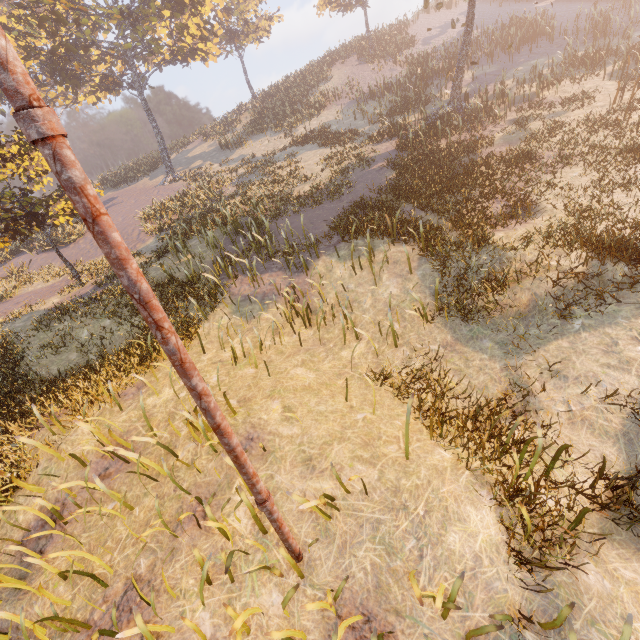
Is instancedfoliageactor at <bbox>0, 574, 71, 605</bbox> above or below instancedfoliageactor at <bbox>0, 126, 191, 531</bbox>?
below

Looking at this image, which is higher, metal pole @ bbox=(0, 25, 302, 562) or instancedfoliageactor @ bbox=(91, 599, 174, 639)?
metal pole @ bbox=(0, 25, 302, 562)

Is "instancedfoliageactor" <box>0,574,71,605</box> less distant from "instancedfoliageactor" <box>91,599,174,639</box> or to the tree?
"instancedfoliageactor" <box>91,599,174,639</box>

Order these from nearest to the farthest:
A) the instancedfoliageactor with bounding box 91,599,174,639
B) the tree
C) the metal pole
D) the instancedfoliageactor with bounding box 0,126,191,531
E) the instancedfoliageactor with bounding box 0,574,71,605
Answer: the metal pole < the instancedfoliageactor with bounding box 91,599,174,639 < the instancedfoliageactor with bounding box 0,574,71,605 < the instancedfoliageactor with bounding box 0,126,191,531 < the tree

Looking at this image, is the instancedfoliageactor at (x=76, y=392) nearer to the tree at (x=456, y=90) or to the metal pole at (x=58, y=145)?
the metal pole at (x=58, y=145)

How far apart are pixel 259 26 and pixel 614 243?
42.88m

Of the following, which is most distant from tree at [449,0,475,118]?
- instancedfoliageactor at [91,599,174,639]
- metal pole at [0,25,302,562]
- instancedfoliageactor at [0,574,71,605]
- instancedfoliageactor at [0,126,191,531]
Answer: → instancedfoliageactor at [0,574,71,605]

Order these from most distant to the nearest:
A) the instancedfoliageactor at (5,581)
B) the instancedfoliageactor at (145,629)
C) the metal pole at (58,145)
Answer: the instancedfoliageactor at (5,581), the instancedfoliageactor at (145,629), the metal pole at (58,145)
